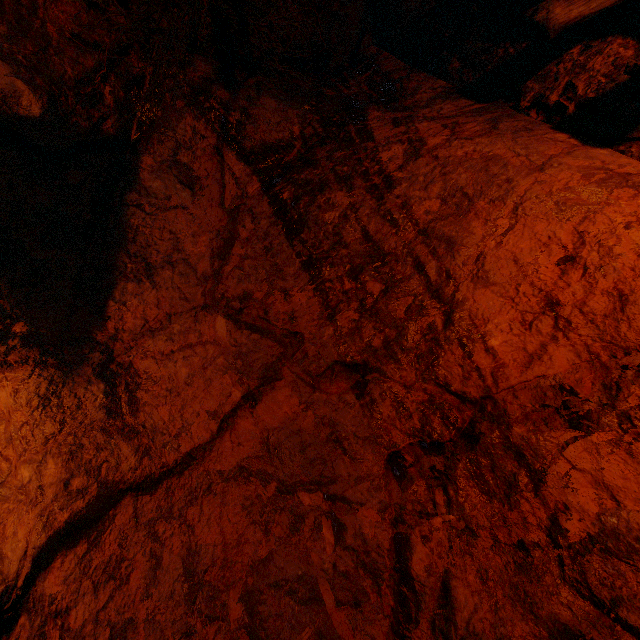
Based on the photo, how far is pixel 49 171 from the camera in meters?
2.2 m
